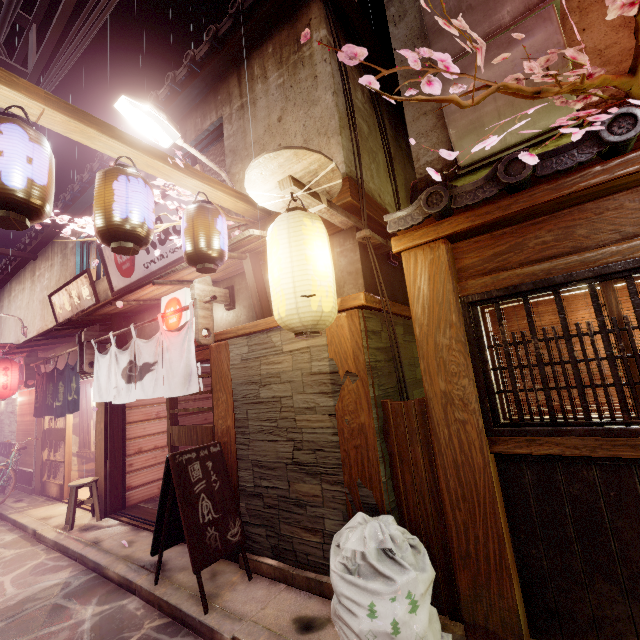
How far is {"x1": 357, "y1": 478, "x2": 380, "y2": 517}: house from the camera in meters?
5.6 m

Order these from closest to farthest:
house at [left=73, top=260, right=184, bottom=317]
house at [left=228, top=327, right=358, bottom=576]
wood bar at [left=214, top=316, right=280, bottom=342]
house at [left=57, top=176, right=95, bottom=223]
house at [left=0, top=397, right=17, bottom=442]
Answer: house at [left=228, top=327, right=358, bottom=576] < wood bar at [left=214, top=316, right=280, bottom=342] < house at [left=73, top=260, right=184, bottom=317] < house at [left=57, top=176, right=95, bottom=223] < house at [left=0, top=397, right=17, bottom=442]

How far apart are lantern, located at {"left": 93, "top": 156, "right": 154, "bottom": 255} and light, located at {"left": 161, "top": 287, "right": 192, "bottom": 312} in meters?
3.3

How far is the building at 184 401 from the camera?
14.33m

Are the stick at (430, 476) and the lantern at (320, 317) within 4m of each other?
yes

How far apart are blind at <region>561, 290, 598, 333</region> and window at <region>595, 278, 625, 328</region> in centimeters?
15cm

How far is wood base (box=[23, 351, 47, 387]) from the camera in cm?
1588

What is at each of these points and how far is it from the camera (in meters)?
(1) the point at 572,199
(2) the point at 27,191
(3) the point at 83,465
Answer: (1) wood bar, 4.20
(2) lantern, 3.97
(3) building, 17.06
